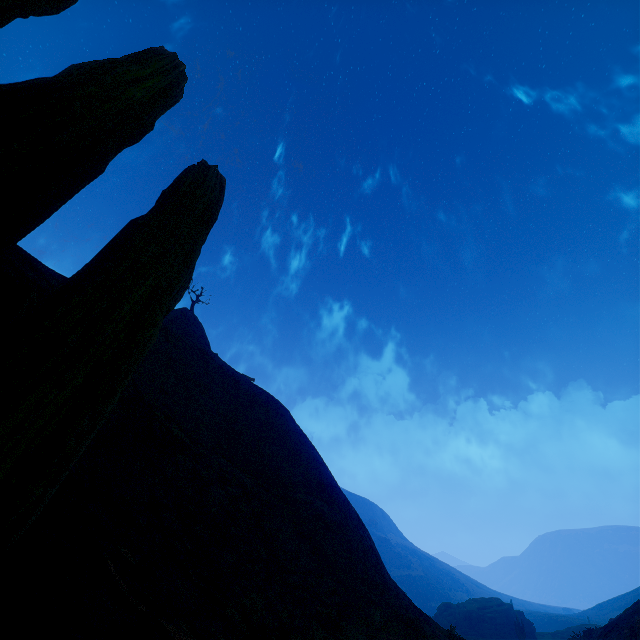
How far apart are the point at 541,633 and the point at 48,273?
84.6m

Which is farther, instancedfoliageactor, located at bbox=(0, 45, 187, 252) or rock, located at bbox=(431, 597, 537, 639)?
rock, located at bbox=(431, 597, 537, 639)

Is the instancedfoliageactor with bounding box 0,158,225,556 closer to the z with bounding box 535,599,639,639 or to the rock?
the z with bounding box 535,599,639,639

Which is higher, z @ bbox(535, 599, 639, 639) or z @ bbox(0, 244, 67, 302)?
z @ bbox(0, 244, 67, 302)

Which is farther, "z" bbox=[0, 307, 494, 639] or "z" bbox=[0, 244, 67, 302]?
"z" bbox=[0, 244, 67, 302]

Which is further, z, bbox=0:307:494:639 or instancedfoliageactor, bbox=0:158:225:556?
z, bbox=0:307:494:639

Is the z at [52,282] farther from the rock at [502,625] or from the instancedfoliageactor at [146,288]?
the rock at [502,625]

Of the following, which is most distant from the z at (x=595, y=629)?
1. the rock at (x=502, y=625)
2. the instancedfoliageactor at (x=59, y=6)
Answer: the rock at (x=502, y=625)
